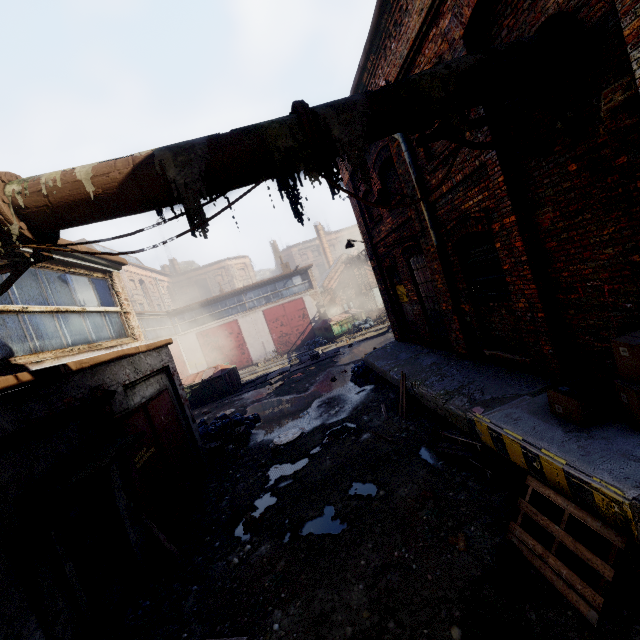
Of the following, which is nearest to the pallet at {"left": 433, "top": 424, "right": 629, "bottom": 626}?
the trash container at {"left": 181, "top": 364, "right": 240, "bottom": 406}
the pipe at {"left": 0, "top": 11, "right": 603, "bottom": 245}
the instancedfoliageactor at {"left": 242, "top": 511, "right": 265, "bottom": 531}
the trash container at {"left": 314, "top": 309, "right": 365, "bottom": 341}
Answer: the instancedfoliageactor at {"left": 242, "top": 511, "right": 265, "bottom": 531}

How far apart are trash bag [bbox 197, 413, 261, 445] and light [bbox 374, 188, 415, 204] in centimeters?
800cm

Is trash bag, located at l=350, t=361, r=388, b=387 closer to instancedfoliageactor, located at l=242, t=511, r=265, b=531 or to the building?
the building

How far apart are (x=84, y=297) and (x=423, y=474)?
7.71m

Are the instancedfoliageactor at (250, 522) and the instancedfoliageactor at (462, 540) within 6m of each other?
yes

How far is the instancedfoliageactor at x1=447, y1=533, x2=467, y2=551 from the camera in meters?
4.0 m

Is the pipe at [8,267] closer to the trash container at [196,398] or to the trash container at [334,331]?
the trash container at [196,398]

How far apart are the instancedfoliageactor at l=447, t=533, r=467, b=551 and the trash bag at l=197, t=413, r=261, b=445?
7.9 meters
